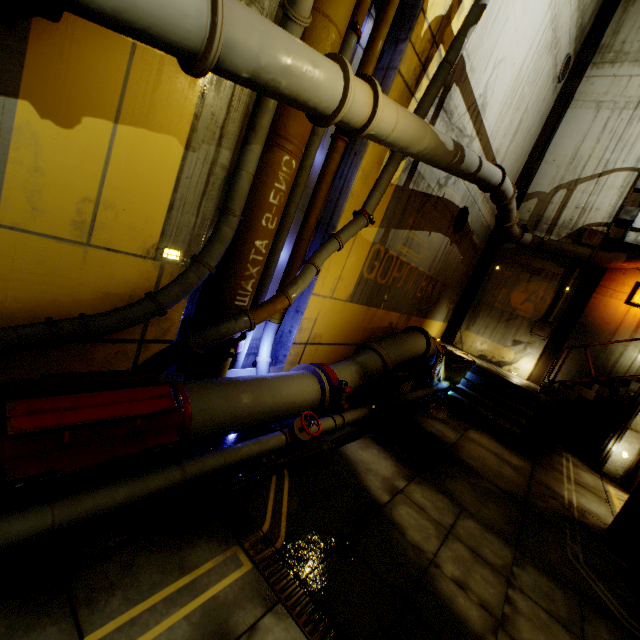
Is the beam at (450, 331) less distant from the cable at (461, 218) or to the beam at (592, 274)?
the beam at (592, 274)

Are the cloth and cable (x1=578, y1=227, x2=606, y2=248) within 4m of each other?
no

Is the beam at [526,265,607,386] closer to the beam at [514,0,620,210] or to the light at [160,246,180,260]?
the beam at [514,0,620,210]

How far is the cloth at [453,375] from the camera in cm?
991

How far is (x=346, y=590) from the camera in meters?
2.9 m

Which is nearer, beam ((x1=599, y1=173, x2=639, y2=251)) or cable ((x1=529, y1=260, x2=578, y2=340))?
beam ((x1=599, y1=173, x2=639, y2=251))

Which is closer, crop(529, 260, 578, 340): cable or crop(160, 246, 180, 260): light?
crop(160, 246, 180, 260): light

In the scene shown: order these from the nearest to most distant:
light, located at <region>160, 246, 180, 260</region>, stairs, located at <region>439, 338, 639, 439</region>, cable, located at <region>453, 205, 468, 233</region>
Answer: light, located at <region>160, 246, 180, 260</region>
stairs, located at <region>439, 338, 639, 439</region>
cable, located at <region>453, 205, 468, 233</region>
